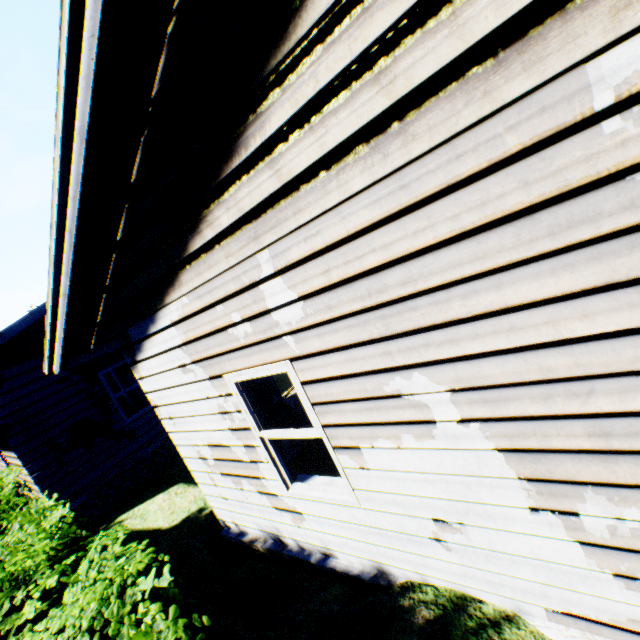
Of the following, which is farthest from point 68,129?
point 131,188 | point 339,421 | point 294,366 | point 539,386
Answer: point 539,386
